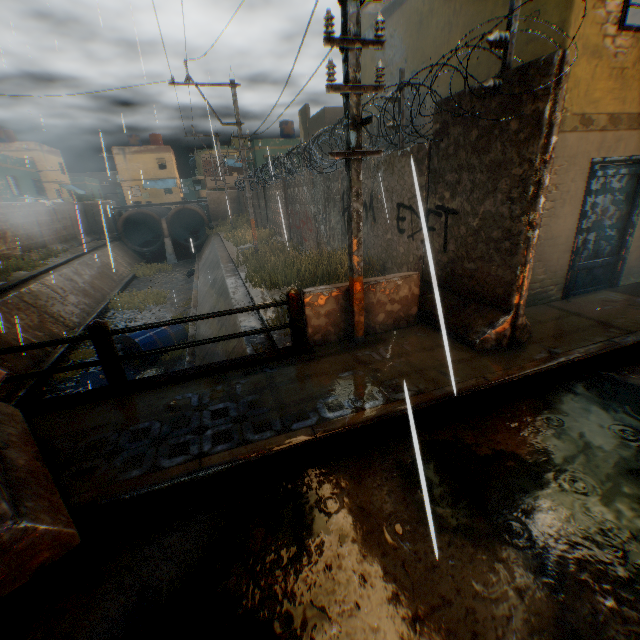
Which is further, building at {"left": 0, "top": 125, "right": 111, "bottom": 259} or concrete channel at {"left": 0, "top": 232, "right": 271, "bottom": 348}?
building at {"left": 0, "top": 125, "right": 111, "bottom": 259}

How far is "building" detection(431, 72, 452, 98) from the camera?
6.5 meters

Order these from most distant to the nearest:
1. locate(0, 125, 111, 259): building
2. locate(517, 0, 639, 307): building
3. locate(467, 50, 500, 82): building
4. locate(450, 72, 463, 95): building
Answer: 1. locate(0, 125, 111, 259): building
2. locate(450, 72, 463, 95): building
3. locate(467, 50, 500, 82): building
4. locate(517, 0, 639, 307): building

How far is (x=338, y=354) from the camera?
4.77m

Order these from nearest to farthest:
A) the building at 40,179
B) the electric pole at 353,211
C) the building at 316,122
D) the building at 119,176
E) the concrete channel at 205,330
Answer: the electric pole at 353,211 → the concrete channel at 205,330 → the building at 40,179 → the building at 316,122 → the building at 119,176

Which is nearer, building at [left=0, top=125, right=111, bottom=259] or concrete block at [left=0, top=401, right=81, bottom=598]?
concrete block at [left=0, top=401, right=81, bottom=598]

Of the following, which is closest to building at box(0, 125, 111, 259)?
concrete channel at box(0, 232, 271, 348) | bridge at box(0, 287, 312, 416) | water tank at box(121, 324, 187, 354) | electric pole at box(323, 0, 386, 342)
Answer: concrete channel at box(0, 232, 271, 348)

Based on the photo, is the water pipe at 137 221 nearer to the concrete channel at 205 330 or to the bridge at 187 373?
the concrete channel at 205 330
